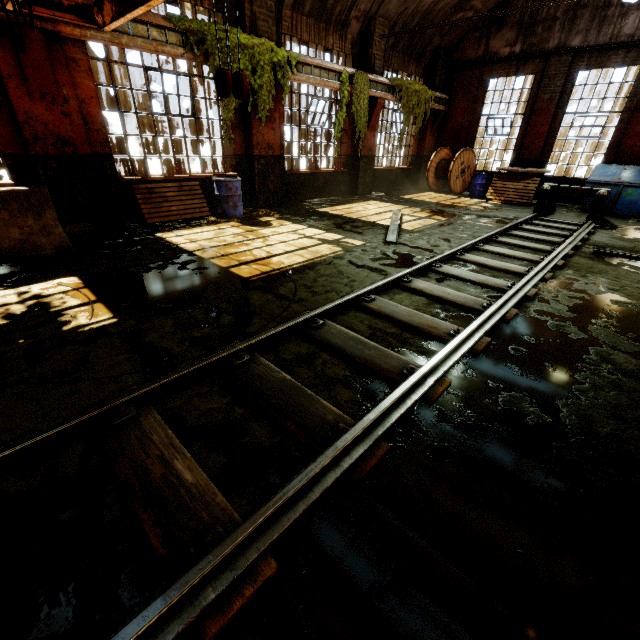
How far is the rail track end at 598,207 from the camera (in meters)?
8.95

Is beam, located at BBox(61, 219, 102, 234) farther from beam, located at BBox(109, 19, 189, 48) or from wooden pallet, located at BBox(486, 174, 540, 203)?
wooden pallet, located at BBox(486, 174, 540, 203)

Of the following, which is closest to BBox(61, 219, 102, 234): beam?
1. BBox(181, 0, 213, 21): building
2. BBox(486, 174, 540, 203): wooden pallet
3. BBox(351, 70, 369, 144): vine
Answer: BBox(181, 0, 213, 21): building

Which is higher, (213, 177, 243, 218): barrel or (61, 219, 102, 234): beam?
(213, 177, 243, 218): barrel

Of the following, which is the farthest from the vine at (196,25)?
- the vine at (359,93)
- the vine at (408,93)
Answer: the vine at (408,93)

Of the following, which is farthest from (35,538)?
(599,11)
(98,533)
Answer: (599,11)

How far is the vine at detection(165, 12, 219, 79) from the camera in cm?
655

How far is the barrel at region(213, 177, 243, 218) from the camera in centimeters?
823cm
